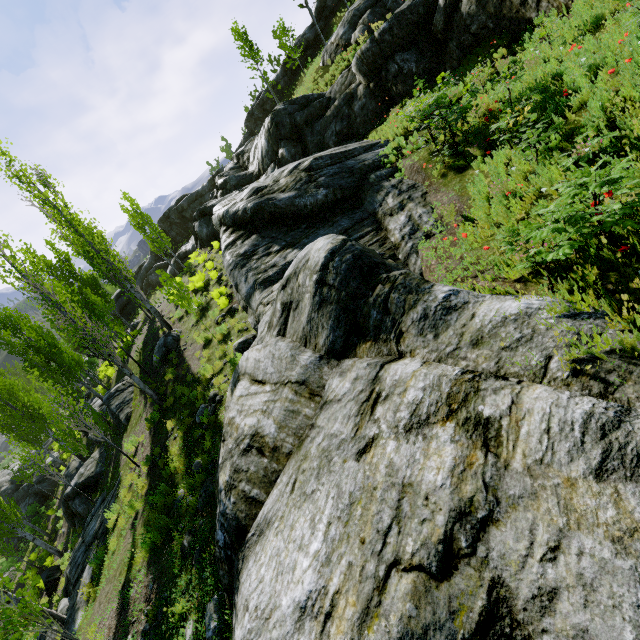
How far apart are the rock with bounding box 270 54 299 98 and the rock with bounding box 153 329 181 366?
42.61m

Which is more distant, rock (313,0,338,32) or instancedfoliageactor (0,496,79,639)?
rock (313,0,338,32)

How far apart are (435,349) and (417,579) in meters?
2.4 m

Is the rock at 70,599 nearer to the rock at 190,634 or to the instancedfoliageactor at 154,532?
the instancedfoliageactor at 154,532

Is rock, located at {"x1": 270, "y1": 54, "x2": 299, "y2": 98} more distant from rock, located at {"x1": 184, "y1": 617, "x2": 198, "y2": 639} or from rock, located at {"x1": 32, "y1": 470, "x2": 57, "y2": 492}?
rock, located at {"x1": 32, "y1": 470, "x2": 57, "y2": 492}

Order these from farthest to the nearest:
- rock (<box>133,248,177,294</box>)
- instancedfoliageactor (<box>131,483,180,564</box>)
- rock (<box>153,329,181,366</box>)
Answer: rock (<box>133,248,177,294</box>) < rock (<box>153,329,181,366</box>) < instancedfoliageactor (<box>131,483,180,564</box>)

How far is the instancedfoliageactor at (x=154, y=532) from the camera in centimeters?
668cm
